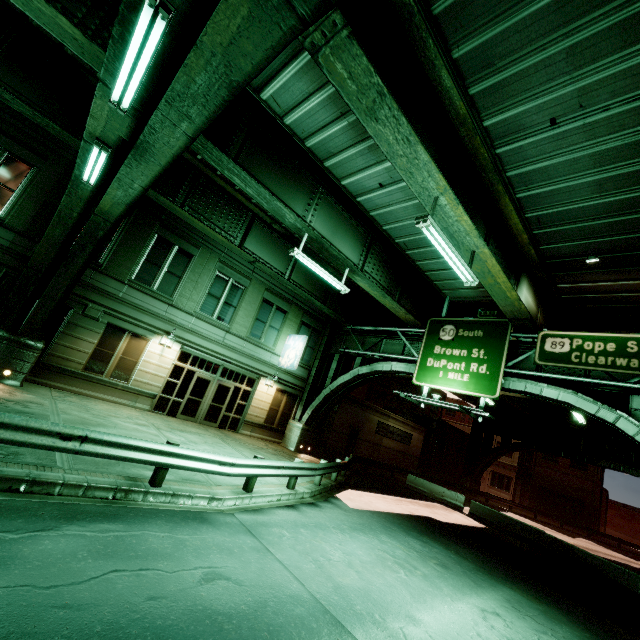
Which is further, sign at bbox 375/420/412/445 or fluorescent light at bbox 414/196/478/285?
sign at bbox 375/420/412/445

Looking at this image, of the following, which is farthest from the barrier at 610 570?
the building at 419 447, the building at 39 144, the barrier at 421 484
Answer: the building at 39 144

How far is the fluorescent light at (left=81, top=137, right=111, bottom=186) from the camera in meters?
6.6

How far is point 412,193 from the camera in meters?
12.4

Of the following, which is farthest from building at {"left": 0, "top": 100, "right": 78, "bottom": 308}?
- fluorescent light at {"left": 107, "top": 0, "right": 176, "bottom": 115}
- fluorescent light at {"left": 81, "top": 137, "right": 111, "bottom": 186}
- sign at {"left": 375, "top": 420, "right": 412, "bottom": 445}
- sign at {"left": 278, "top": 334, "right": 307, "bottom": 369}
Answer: sign at {"left": 375, "top": 420, "right": 412, "bottom": 445}

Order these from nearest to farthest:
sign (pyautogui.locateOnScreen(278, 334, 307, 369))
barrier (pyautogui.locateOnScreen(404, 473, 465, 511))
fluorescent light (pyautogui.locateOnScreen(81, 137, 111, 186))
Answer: fluorescent light (pyautogui.locateOnScreen(81, 137, 111, 186)), sign (pyautogui.locateOnScreen(278, 334, 307, 369)), barrier (pyautogui.locateOnScreen(404, 473, 465, 511))

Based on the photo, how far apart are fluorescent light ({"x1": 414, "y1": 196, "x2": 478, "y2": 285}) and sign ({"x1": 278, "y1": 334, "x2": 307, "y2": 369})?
11.63m

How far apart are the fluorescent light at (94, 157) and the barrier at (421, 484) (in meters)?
24.82
